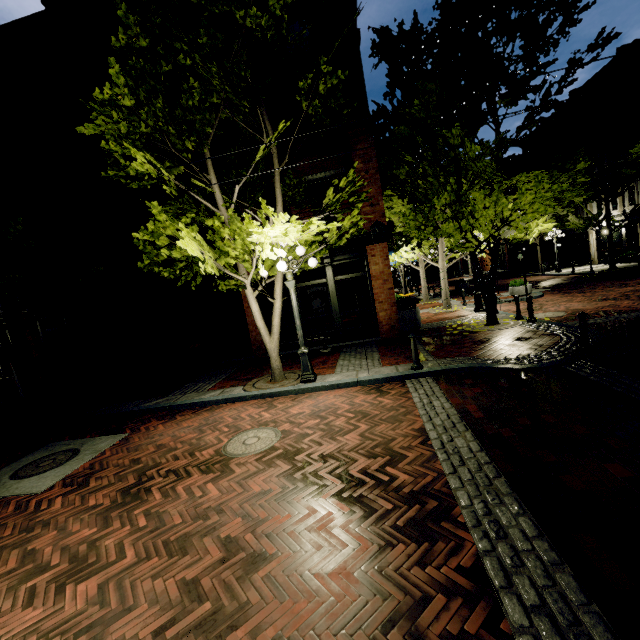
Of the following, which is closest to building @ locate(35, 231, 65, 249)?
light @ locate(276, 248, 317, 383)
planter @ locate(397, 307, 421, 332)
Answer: planter @ locate(397, 307, 421, 332)

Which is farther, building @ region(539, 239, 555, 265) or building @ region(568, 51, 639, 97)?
building @ region(539, 239, 555, 265)

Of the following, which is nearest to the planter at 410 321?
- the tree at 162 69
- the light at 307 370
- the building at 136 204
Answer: the building at 136 204

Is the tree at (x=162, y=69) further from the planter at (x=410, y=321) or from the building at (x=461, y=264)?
the planter at (x=410, y=321)

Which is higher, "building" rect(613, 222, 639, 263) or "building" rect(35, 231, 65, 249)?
"building" rect(35, 231, 65, 249)

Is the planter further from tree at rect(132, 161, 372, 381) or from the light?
the light

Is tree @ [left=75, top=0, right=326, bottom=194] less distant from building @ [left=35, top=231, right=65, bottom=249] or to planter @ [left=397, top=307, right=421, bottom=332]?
building @ [left=35, top=231, right=65, bottom=249]

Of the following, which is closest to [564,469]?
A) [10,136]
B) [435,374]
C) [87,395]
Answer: [435,374]
